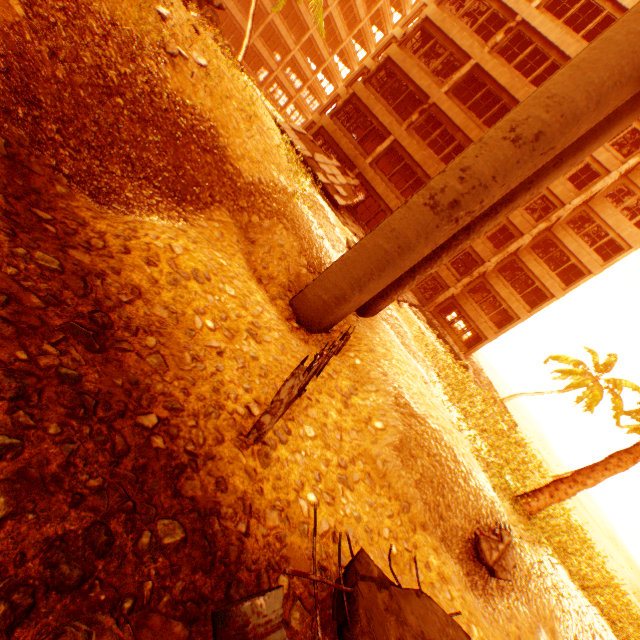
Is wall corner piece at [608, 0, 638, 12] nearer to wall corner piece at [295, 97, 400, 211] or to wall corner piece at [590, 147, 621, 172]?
wall corner piece at [590, 147, 621, 172]

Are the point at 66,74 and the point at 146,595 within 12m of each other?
yes

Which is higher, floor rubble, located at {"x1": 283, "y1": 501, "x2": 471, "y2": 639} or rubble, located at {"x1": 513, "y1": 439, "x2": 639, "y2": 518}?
rubble, located at {"x1": 513, "y1": 439, "x2": 639, "y2": 518}

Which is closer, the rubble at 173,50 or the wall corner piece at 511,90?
the rubble at 173,50

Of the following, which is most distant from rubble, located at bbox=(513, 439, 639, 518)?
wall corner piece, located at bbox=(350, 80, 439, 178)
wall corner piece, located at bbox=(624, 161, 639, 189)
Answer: wall corner piece, located at bbox=(624, 161, 639, 189)

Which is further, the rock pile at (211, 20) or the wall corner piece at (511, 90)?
the wall corner piece at (511, 90)

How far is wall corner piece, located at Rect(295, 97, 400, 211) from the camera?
21.38m

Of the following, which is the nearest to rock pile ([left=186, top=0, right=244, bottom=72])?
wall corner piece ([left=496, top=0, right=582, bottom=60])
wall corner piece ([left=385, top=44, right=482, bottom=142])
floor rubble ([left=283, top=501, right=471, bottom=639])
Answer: floor rubble ([left=283, top=501, right=471, bottom=639])
